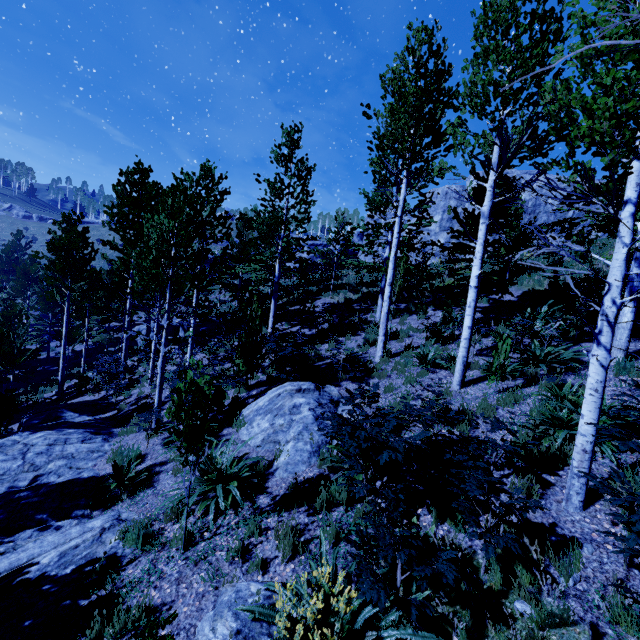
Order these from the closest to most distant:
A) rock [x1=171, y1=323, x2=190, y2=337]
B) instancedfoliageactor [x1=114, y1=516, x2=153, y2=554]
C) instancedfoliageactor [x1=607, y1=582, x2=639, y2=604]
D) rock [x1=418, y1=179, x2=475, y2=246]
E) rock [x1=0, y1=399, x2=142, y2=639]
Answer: instancedfoliageactor [x1=607, y1=582, x2=639, y2=604], rock [x1=0, y1=399, x2=142, y2=639], instancedfoliageactor [x1=114, y1=516, x2=153, y2=554], rock [x1=171, y1=323, x2=190, y2=337], rock [x1=418, y1=179, x2=475, y2=246]

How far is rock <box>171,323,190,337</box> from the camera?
21.1m

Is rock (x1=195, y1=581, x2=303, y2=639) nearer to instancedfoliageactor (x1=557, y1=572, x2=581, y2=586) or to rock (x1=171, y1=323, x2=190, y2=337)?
instancedfoliageactor (x1=557, y1=572, x2=581, y2=586)

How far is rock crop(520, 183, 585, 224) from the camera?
21.4m

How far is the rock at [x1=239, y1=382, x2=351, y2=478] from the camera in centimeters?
621cm

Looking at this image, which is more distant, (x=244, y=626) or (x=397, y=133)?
(x=397, y=133)

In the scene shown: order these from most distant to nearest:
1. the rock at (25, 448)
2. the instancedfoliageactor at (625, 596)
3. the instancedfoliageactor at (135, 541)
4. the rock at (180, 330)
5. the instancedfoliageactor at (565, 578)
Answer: the rock at (180, 330) < the instancedfoliageactor at (135, 541) < the rock at (25, 448) < the instancedfoliageactor at (565, 578) < the instancedfoliageactor at (625, 596)

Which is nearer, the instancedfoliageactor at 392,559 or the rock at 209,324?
the instancedfoliageactor at 392,559
